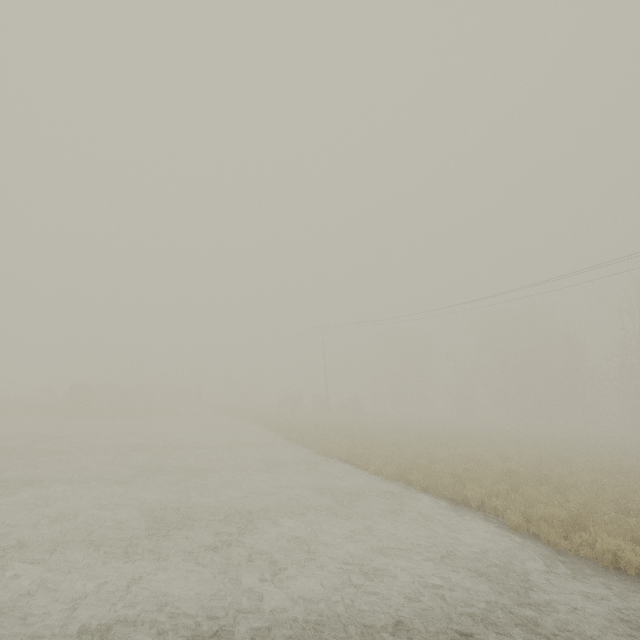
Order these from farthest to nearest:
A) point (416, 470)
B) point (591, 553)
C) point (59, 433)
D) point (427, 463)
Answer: point (59, 433) → point (427, 463) → point (416, 470) → point (591, 553)

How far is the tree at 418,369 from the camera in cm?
5503

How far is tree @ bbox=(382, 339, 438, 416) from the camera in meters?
55.0 m
